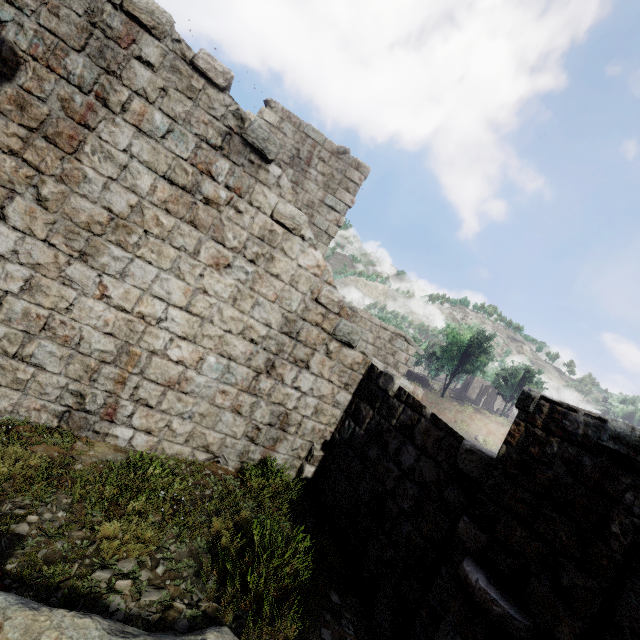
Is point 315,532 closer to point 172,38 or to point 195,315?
point 195,315
